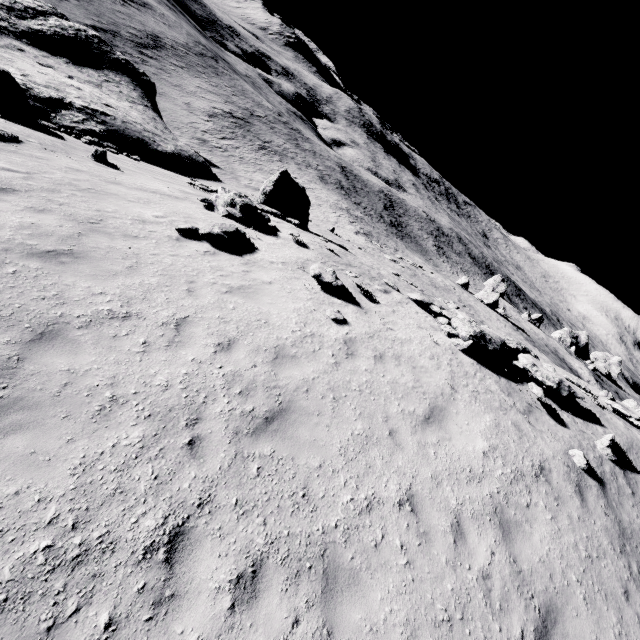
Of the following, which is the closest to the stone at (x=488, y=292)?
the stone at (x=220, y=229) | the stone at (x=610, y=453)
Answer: the stone at (x=610, y=453)

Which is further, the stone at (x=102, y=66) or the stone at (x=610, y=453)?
the stone at (x=102, y=66)

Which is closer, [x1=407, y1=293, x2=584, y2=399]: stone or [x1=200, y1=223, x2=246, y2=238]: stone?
[x1=200, y1=223, x2=246, y2=238]: stone

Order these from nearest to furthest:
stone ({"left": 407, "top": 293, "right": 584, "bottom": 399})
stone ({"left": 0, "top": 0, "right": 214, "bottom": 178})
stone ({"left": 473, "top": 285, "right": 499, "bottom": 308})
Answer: stone ({"left": 407, "top": 293, "right": 584, "bottom": 399}) → stone ({"left": 0, "top": 0, "right": 214, "bottom": 178}) → stone ({"left": 473, "top": 285, "right": 499, "bottom": 308})

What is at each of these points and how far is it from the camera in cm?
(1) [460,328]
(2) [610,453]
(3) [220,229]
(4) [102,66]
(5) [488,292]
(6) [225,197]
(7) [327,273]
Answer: (1) stone, 1109
(2) stone, 959
(3) stone, 1041
(4) stone, 3053
(5) stone, 4256
(6) stone, 1301
(7) stone, 1080

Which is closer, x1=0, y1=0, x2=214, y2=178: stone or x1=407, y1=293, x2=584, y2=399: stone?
x1=407, y1=293, x2=584, y2=399: stone

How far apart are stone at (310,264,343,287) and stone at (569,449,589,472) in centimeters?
806cm

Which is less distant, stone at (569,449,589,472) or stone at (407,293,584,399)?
stone at (569,449,589,472)
